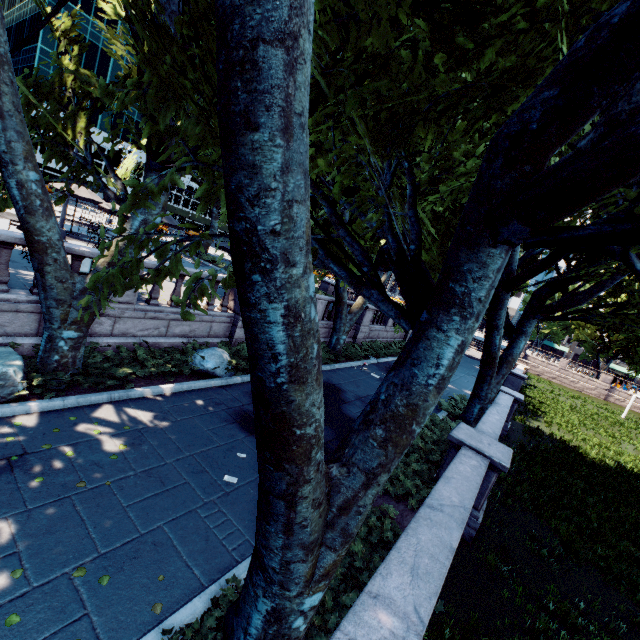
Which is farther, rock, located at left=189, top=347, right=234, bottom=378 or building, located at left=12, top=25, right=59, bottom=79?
building, located at left=12, top=25, right=59, bottom=79

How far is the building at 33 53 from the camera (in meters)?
42.16

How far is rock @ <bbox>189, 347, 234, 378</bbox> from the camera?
10.3m

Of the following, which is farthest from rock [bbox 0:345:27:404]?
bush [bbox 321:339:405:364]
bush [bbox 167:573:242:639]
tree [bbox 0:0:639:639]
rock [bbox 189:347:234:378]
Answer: bush [bbox 321:339:405:364]

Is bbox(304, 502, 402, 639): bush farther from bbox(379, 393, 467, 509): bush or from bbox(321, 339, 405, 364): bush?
bbox(321, 339, 405, 364): bush

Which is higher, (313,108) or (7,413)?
(313,108)

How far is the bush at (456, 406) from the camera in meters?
7.7 m

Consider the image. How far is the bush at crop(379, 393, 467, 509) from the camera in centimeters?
766cm
